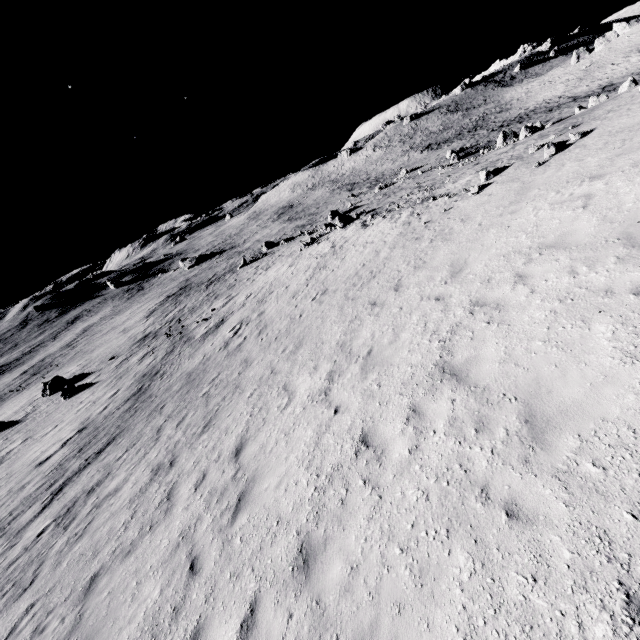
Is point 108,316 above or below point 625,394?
below
